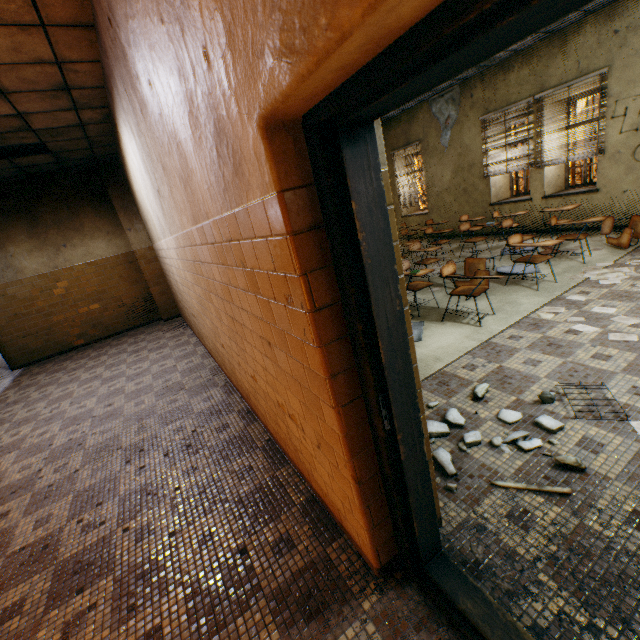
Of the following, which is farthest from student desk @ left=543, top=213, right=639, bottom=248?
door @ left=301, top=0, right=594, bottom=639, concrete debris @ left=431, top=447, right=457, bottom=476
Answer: door @ left=301, top=0, right=594, bottom=639

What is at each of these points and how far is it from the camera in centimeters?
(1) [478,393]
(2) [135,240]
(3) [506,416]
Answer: (1) concrete debris, 285cm
(2) column, 805cm
(3) concrete debris, 256cm

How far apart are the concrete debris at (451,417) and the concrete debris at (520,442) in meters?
0.1

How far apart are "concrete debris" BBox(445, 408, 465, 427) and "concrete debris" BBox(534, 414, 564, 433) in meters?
0.5 m

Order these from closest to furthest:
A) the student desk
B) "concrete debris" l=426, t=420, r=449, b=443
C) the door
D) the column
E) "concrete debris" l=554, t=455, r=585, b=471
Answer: the door < "concrete debris" l=554, t=455, r=585, b=471 < "concrete debris" l=426, t=420, r=449, b=443 < the student desk < the column

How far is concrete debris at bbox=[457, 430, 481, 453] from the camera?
2.38m

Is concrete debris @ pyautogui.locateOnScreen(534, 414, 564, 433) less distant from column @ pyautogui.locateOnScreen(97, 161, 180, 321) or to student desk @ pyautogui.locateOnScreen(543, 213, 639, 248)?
student desk @ pyautogui.locateOnScreen(543, 213, 639, 248)

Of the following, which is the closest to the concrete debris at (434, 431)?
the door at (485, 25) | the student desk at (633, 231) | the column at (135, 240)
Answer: the door at (485, 25)
